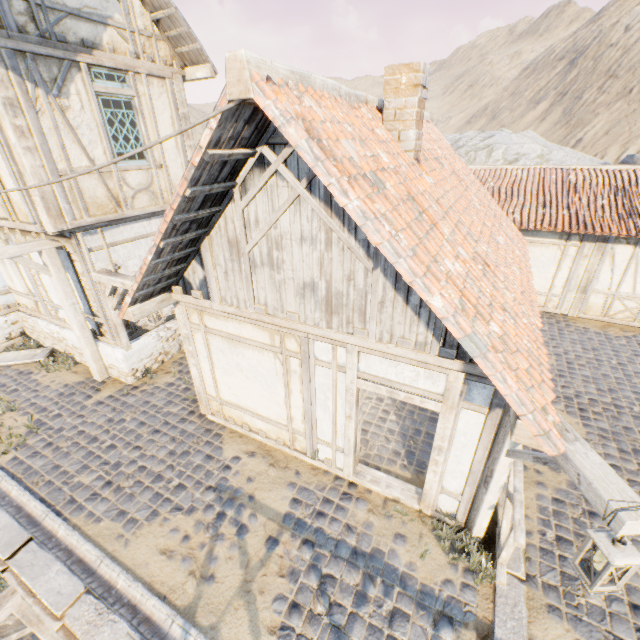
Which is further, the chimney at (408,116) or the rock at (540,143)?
the rock at (540,143)

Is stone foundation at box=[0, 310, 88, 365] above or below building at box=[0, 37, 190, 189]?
below

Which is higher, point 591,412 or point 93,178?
point 93,178

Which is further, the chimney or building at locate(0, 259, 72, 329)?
building at locate(0, 259, 72, 329)

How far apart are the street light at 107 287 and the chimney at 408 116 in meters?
5.4

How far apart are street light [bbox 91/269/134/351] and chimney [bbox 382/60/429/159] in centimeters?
538cm

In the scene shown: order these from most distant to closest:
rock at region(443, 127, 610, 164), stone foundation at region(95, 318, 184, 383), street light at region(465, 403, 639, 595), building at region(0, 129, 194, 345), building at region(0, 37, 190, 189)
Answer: rock at region(443, 127, 610, 164), stone foundation at region(95, 318, 184, 383), building at region(0, 129, 194, 345), building at region(0, 37, 190, 189), street light at region(465, 403, 639, 595)

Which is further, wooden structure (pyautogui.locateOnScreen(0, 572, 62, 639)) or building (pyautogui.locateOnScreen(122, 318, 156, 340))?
building (pyautogui.locateOnScreen(122, 318, 156, 340))
